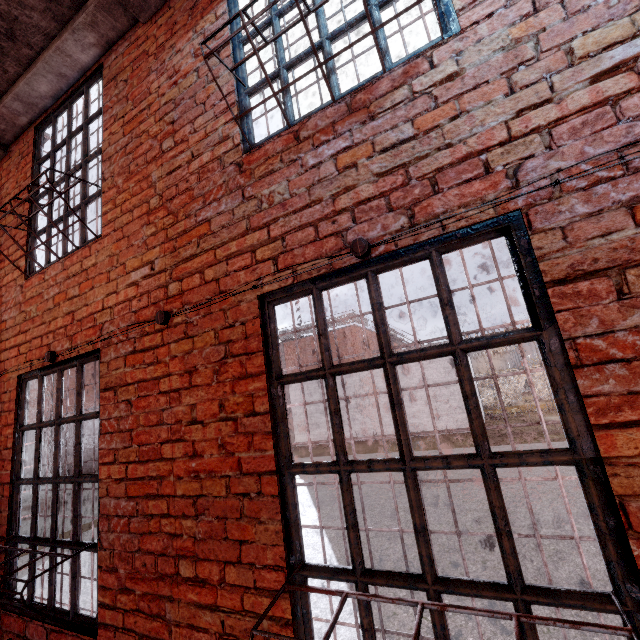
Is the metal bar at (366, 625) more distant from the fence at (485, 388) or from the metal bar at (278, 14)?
the fence at (485, 388)

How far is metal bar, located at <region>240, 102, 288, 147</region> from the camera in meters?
2.1 m

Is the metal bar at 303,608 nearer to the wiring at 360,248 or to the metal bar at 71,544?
the wiring at 360,248

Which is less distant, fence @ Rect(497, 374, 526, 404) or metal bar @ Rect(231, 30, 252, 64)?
metal bar @ Rect(231, 30, 252, 64)

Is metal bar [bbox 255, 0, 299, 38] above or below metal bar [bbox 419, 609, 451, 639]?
above

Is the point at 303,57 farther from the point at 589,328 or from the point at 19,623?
the point at 19,623

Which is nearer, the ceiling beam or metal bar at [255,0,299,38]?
metal bar at [255,0,299,38]
